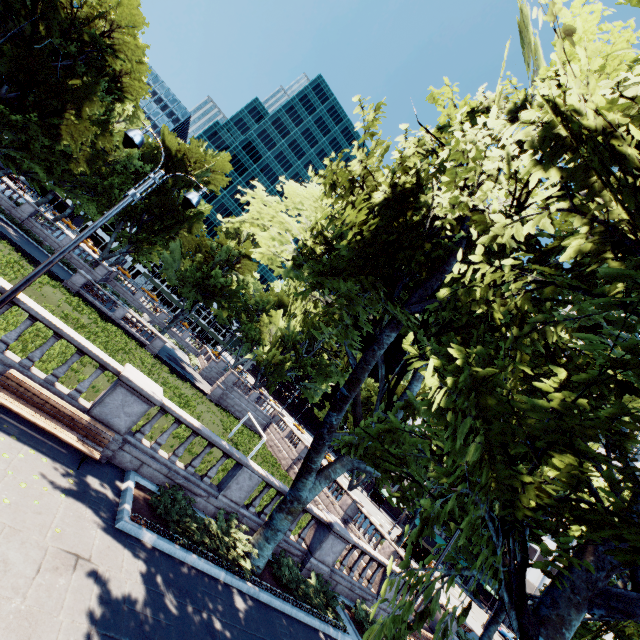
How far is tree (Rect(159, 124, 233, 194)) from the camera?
42.2m

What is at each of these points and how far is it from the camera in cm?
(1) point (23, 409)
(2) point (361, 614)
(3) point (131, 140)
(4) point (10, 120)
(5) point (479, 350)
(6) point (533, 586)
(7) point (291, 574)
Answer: (1) bench, 768
(2) bush, 1305
(3) light, 791
(4) tree, 2802
(5) tree, 455
(6) building, 5922
(7) bush, 1115

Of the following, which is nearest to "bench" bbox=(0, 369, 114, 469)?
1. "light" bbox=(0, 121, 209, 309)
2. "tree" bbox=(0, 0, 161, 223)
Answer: "light" bbox=(0, 121, 209, 309)

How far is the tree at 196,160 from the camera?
42.2m

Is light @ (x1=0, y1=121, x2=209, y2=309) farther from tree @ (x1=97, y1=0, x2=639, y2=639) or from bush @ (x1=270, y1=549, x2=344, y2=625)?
bush @ (x1=270, y1=549, x2=344, y2=625)

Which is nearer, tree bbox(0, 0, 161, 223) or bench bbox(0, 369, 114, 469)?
bench bbox(0, 369, 114, 469)

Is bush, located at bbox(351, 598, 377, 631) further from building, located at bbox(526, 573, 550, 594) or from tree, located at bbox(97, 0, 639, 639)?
building, located at bbox(526, 573, 550, 594)

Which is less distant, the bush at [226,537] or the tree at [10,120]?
the bush at [226,537]
